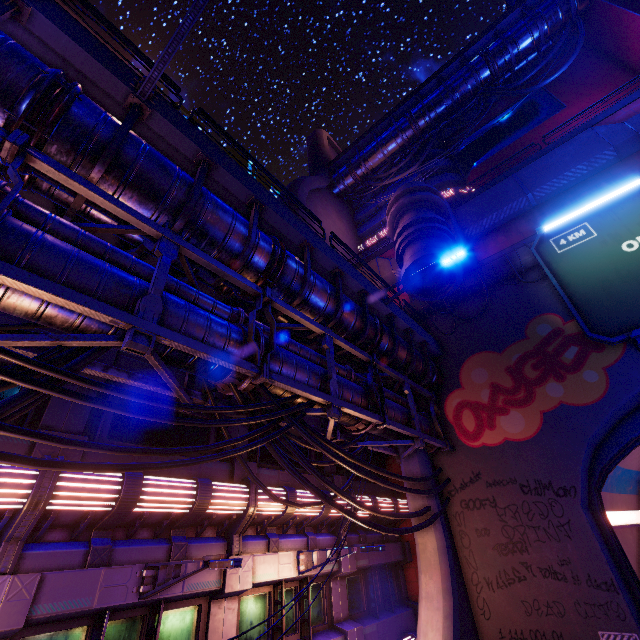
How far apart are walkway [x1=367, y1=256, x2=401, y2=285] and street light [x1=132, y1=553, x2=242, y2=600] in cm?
1929

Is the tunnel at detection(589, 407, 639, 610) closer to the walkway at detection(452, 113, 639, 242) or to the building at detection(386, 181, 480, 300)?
the building at detection(386, 181, 480, 300)

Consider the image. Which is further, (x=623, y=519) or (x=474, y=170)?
(x=474, y=170)

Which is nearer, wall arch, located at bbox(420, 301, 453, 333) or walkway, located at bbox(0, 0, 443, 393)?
walkway, located at bbox(0, 0, 443, 393)

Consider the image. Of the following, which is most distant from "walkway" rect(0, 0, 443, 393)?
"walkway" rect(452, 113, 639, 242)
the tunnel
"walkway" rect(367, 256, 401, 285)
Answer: A: "walkway" rect(452, 113, 639, 242)

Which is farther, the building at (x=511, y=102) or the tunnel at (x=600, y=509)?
the building at (x=511, y=102)

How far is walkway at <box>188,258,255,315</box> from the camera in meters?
7.8

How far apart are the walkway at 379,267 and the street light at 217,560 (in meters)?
19.29
